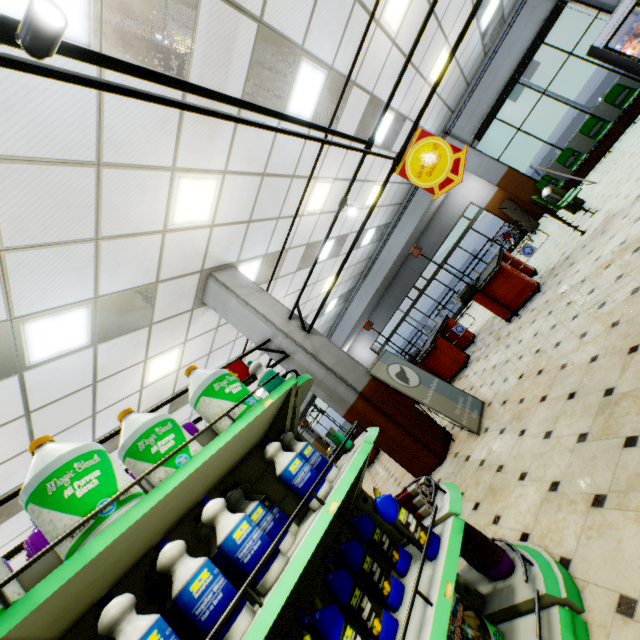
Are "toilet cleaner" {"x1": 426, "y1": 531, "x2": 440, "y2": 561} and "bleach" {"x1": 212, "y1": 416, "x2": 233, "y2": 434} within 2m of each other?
yes

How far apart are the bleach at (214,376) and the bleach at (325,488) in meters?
0.2

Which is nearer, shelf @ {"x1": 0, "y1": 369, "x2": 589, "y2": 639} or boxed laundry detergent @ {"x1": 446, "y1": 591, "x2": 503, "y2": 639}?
shelf @ {"x1": 0, "y1": 369, "x2": 589, "y2": 639}

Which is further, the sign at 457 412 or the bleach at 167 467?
the sign at 457 412

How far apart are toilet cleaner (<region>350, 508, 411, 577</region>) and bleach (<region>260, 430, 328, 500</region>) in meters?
0.3

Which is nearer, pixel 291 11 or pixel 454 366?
pixel 291 11

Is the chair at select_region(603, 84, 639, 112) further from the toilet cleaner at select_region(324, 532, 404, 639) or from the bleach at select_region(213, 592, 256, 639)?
the bleach at select_region(213, 592, 256, 639)

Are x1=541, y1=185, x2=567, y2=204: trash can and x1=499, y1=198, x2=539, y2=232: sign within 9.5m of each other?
yes
